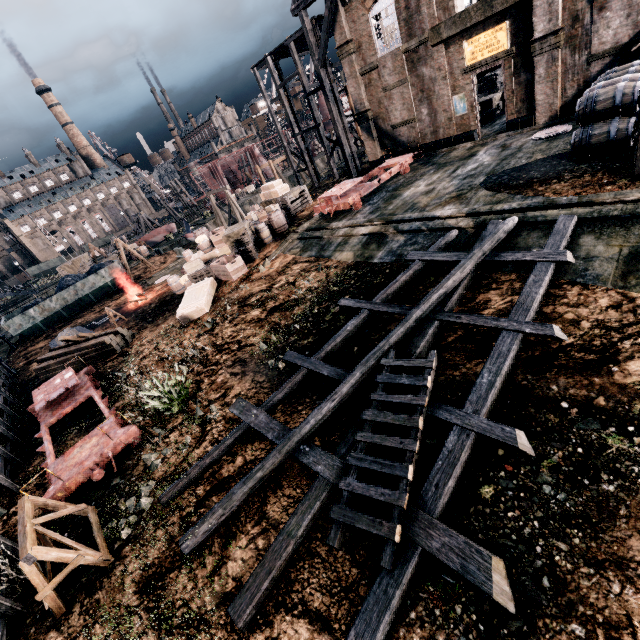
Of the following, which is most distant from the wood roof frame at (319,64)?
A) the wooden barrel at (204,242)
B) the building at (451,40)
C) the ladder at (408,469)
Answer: the building at (451,40)

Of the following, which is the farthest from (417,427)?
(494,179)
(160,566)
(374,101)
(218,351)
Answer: (374,101)

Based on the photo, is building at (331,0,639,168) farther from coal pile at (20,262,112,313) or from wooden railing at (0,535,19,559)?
coal pile at (20,262,112,313)

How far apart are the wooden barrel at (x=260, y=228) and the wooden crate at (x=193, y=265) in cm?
407

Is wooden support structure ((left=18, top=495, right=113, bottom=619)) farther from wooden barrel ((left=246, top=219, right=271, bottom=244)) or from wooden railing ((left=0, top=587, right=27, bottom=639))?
wooden barrel ((left=246, top=219, right=271, bottom=244))

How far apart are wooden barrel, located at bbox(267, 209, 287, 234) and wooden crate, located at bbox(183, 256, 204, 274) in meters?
5.2

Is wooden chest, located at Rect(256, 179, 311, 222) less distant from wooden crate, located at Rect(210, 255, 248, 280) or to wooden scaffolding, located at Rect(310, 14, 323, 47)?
wooden scaffolding, located at Rect(310, 14, 323, 47)

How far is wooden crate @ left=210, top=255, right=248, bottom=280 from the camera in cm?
1853
